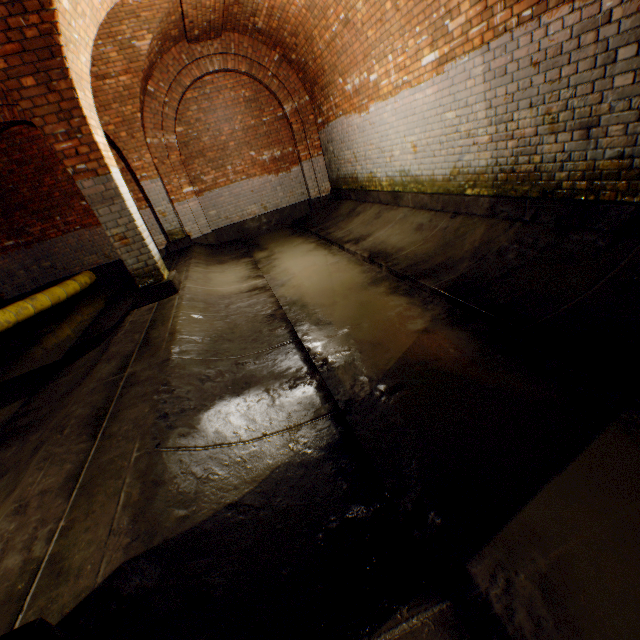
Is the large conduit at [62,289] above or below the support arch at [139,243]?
below

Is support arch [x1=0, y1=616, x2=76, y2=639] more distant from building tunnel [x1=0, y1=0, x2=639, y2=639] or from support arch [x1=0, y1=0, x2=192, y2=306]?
support arch [x1=0, y1=0, x2=192, y2=306]

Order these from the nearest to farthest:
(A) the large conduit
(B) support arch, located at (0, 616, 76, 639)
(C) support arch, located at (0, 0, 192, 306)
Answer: (B) support arch, located at (0, 616, 76, 639), (C) support arch, located at (0, 0, 192, 306), (A) the large conduit

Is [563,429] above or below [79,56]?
below

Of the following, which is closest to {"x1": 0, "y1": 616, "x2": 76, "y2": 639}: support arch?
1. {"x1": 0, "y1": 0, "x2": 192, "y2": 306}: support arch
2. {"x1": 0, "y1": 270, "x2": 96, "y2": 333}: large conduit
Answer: {"x1": 0, "y1": 0, "x2": 192, "y2": 306}: support arch

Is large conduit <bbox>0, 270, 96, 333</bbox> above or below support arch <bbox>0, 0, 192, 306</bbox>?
below

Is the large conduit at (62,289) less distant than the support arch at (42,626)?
No

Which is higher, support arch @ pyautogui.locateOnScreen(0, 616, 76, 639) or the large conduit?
support arch @ pyautogui.locateOnScreen(0, 616, 76, 639)
